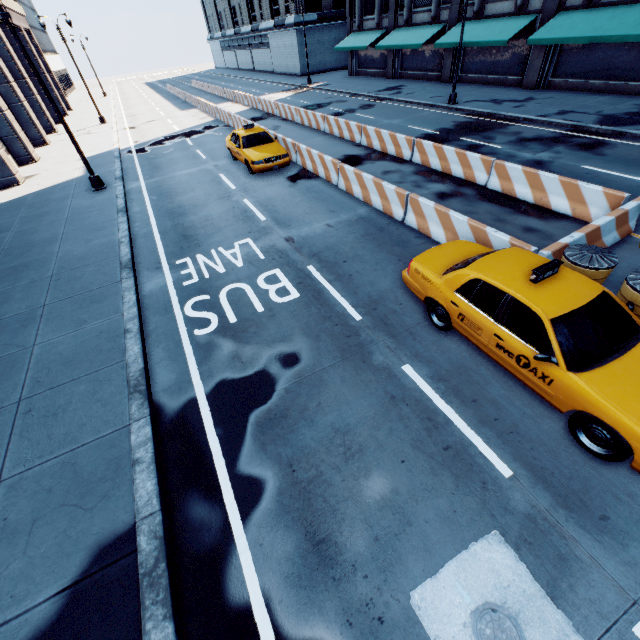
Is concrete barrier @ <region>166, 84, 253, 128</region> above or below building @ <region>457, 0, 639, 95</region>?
below

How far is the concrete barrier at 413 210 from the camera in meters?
7.6 m

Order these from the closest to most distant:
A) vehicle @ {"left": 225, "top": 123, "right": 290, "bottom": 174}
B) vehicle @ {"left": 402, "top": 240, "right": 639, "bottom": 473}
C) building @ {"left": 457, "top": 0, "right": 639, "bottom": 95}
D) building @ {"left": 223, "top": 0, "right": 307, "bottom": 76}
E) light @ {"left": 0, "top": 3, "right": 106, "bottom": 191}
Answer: vehicle @ {"left": 402, "top": 240, "right": 639, "bottom": 473}, light @ {"left": 0, "top": 3, "right": 106, "bottom": 191}, vehicle @ {"left": 225, "top": 123, "right": 290, "bottom": 174}, building @ {"left": 457, "top": 0, "right": 639, "bottom": 95}, building @ {"left": 223, "top": 0, "right": 307, "bottom": 76}

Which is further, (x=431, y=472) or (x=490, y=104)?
(x=490, y=104)

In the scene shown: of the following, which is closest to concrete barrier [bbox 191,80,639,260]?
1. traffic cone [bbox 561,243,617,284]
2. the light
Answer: traffic cone [bbox 561,243,617,284]

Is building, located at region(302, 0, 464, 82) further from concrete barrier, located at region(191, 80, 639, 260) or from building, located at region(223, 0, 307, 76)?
concrete barrier, located at region(191, 80, 639, 260)

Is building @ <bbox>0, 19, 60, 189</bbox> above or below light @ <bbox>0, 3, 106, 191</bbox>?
above

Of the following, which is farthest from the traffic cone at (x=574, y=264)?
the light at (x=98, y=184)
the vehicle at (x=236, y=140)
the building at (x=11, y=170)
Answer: the building at (x=11, y=170)
